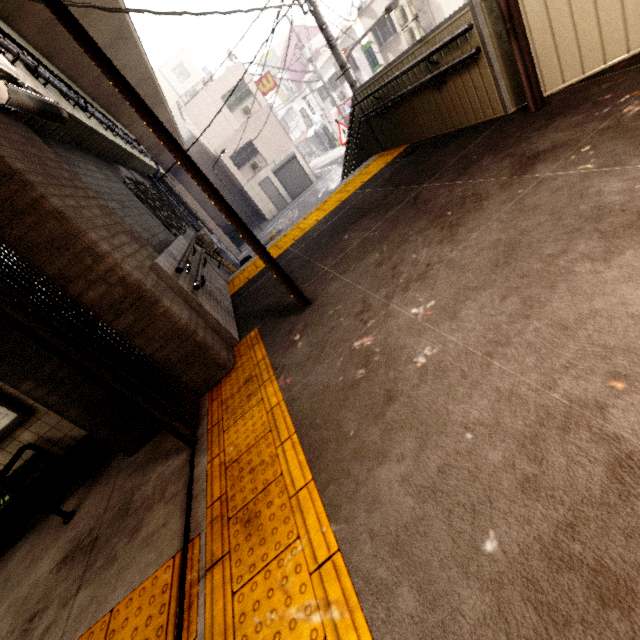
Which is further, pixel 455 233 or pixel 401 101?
pixel 401 101

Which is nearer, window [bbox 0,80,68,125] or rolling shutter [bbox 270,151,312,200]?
window [bbox 0,80,68,125]

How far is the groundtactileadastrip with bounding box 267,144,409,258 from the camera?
5.60m

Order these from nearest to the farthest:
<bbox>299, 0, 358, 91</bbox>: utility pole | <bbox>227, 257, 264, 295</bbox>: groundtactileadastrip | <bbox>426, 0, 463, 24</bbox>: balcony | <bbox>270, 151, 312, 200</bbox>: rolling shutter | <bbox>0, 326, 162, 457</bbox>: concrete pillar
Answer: <bbox>0, 326, 162, 457</bbox>: concrete pillar < <bbox>227, 257, 264, 295</bbox>: groundtactileadastrip < <bbox>299, 0, 358, 91</bbox>: utility pole < <bbox>426, 0, 463, 24</bbox>: balcony < <bbox>270, 151, 312, 200</bbox>: rolling shutter

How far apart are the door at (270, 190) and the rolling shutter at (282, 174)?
0.30m

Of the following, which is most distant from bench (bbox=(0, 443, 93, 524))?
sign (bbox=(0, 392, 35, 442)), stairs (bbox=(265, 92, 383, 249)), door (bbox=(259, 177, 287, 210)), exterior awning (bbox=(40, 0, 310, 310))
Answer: door (bbox=(259, 177, 287, 210))

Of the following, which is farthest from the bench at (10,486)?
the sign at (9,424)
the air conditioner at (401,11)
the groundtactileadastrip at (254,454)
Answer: the air conditioner at (401,11)

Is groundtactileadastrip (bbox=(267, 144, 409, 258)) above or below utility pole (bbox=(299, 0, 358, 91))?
below
